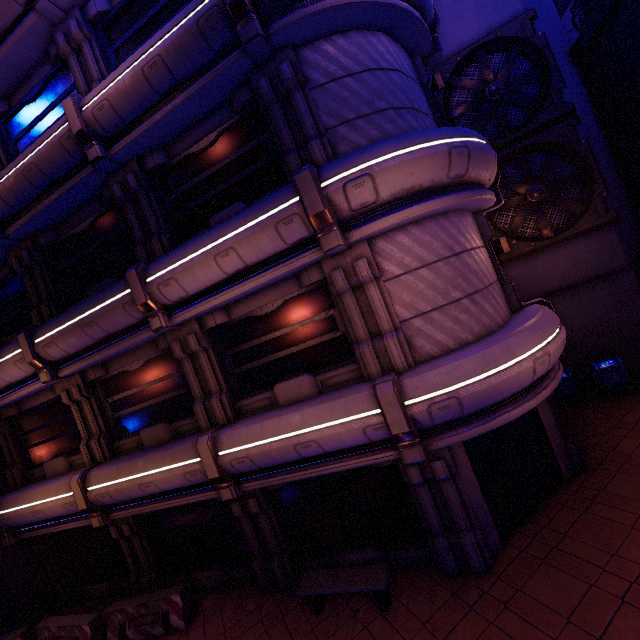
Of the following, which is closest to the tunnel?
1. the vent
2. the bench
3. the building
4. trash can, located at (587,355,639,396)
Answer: the bench

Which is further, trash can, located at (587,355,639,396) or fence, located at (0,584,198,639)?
trash can, located at (587,355,639,396)

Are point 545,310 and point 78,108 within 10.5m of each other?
no

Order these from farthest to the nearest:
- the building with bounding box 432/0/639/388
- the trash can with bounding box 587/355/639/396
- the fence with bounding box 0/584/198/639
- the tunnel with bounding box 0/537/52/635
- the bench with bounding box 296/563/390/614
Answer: the building with bounding box 432/0/639/388 → the trash can with bounding box 587/355/639/396 → the tunnel with bounding box 0/537/52/635 → the fence with bounding box 0/584/198/639 → the bench with bounding box 296/563/390/614

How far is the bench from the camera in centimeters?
689cm

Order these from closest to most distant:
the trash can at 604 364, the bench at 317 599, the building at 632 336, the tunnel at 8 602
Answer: the bench at 317 599 < the tunnel at 8 602 < the trash can at 604 364 < the building at 632 336

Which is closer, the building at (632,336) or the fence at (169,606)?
the fence at (169,606)

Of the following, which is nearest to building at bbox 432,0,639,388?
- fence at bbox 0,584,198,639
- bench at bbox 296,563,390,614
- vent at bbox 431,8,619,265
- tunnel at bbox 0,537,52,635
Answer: vent at bbox 431,8,619,265
